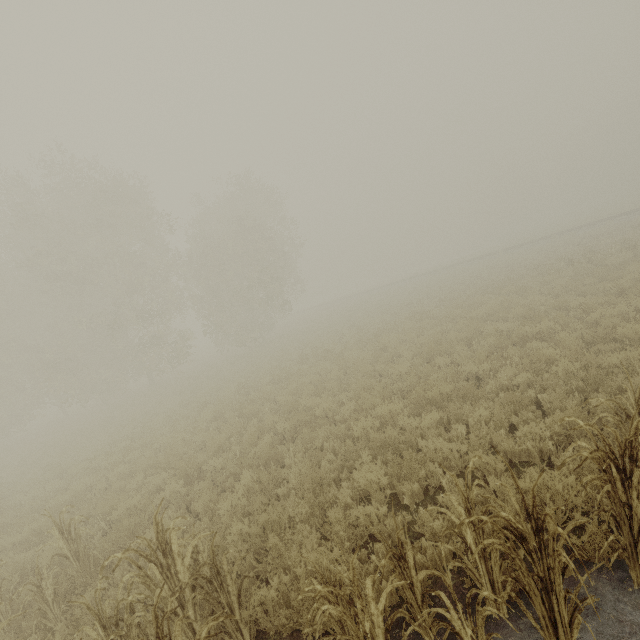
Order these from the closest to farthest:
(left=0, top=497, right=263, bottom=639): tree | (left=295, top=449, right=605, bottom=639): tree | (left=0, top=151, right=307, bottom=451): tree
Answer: (left=295, top=449, right=605, bottom=639): tree < (left=0, top=497, right=263, bottom=639): tree < (left=0, top=151, right=307, bottom=451): tree

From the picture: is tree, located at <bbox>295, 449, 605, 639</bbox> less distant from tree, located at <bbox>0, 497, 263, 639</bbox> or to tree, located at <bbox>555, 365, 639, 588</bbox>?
tree, located at <bbox>555, 365, 639, 588</bbox>

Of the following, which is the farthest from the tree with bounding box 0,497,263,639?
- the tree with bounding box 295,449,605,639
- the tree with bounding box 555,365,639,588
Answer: the tree with bounding box 555,365,639,588

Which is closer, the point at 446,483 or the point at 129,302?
the point at 446,483

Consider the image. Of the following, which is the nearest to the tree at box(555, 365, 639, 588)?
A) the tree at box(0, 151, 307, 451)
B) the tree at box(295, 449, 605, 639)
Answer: the tree at box(295, 449, 605, 639)

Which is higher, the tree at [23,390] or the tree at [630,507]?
the tree at [23,390]

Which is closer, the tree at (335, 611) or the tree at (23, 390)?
the tree at (335, 611)

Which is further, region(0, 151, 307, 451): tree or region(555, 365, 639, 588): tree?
region(0, 151, 307, 451): tree
